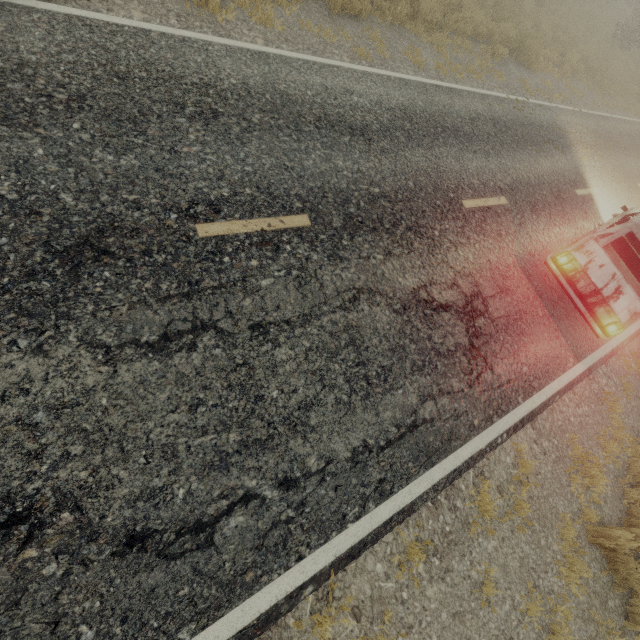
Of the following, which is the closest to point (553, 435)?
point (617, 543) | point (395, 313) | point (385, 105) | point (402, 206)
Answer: point (617, 543)

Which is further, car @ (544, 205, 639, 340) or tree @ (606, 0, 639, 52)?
tree @ (606, 0, 639, 52)

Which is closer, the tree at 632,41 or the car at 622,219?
the car at 622,219
